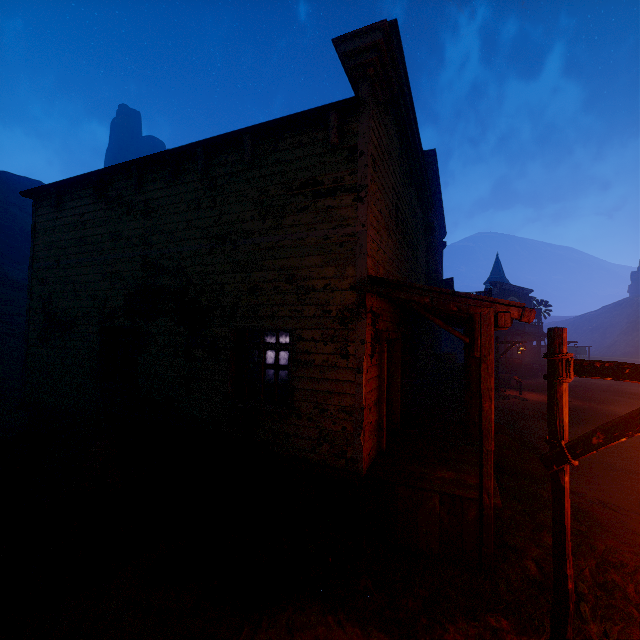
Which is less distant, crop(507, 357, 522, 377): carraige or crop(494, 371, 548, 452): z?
crop(494, 371, 548, 452): z

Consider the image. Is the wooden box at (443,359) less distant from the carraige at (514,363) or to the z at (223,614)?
the z at (223,614)

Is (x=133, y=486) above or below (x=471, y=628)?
above

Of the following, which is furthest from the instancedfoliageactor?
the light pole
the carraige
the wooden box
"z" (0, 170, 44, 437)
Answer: the carraige

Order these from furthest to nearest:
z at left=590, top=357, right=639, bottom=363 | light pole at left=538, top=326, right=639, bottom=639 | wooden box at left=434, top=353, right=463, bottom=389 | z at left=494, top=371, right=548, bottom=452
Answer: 1. z at left=590, top=357, right=639, bottom=363
2. wooden box at left=434, top=353, right=463, bottom=389
3. z at left=494, top=371, right=548, bottom=452
4. light pole at left=538, top=326, right=639, bottom=639

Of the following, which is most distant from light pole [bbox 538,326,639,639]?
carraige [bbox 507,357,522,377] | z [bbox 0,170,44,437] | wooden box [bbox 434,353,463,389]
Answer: carraige [bbox 507,357,522,377]

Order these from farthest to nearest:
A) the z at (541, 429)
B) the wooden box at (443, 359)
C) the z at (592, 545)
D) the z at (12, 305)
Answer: the wooden box at (443, 359) → the z at (12, 305) → the z at (541, 429) → the z at (592, 545)

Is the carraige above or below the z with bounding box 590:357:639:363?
above
